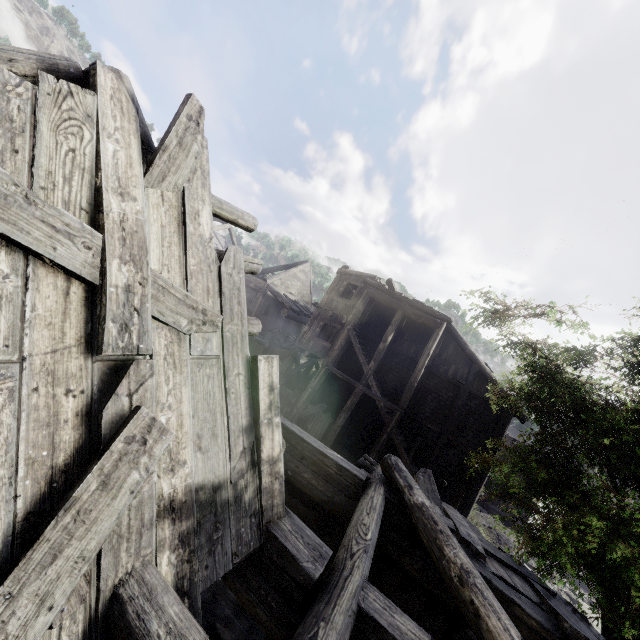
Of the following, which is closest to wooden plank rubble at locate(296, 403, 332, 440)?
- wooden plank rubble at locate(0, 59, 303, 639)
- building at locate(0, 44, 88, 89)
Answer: building at locate(0, 44, 88, 89)

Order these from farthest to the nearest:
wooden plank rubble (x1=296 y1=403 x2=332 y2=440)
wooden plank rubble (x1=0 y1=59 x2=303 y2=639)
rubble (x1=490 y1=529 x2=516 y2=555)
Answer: rubble (x1=490 y1=529 x2=516 y2=555) < wooden plank rubble (x1=296 y1=403 x2=332 y2=440) < wooden plank rubble (x1=0 y1=59 x2=303 y2=639)

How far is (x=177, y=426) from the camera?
2.8 meters

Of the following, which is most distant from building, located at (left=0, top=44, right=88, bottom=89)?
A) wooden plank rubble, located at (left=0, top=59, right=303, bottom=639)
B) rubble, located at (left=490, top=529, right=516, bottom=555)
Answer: rubble, located at (left=490, top=529, right=516, bottom=555)

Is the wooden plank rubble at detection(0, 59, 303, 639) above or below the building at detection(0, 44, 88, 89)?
below

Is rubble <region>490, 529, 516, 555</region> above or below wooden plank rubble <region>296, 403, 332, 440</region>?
below

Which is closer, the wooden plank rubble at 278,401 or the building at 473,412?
the wooden plank rubble at 278,401

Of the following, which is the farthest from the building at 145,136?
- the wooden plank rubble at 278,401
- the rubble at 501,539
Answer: the rubble at 501,539
